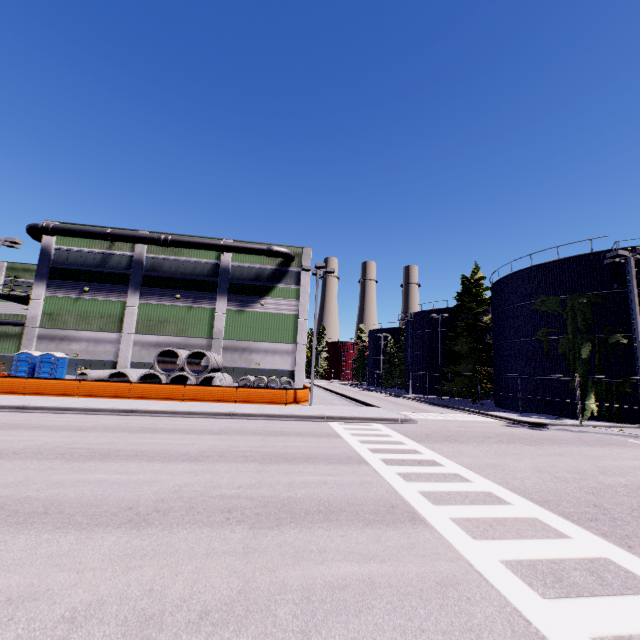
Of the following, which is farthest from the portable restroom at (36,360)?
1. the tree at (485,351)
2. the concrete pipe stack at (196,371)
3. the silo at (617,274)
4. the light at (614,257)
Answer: the light at (614,257)

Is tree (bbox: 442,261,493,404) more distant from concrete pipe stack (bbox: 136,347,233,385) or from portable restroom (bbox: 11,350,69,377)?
portable restroom (bbox: 11,350,69,377)

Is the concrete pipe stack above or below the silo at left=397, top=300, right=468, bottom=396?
below

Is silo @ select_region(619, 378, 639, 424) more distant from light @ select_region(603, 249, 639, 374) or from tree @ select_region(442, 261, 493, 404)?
light @ select_region(603, 249, 639, 374)

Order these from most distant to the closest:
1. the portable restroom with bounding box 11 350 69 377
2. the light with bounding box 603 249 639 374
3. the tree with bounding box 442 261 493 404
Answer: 1. the tree with bounding box 442 261 493 404
2. the portable restroom with bounding box 11 350 69 377
3. the light with bounding box 603 249 639 374

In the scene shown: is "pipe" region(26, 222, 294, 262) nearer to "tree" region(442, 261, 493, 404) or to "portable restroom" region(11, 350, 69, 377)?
"tree" region(442, 261, 493, 404)

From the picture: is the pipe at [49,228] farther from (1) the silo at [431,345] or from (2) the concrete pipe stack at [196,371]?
(2) the concrete pipe stack at [196,371]

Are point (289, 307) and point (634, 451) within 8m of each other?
no
